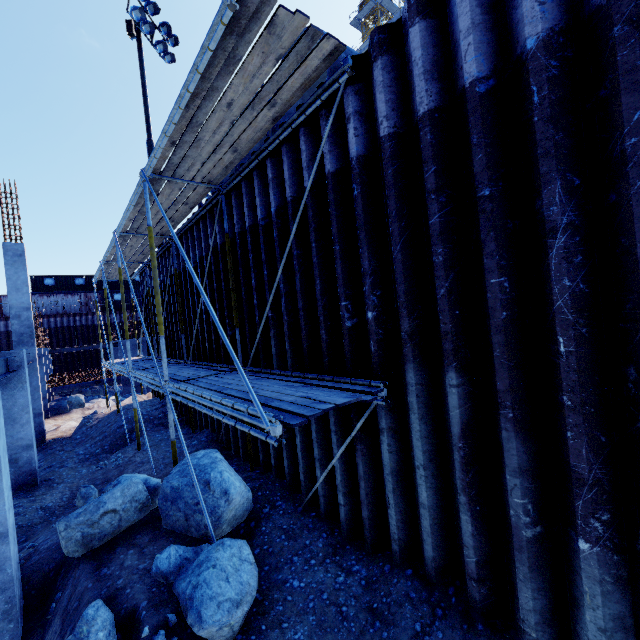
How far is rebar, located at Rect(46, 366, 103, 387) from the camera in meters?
17.5

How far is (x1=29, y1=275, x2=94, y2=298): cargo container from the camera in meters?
34.6 m

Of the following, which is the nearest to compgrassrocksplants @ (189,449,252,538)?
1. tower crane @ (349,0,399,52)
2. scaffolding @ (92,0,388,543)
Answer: scaffolding @ (92,0,388,543)

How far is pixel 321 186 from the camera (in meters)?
4.77

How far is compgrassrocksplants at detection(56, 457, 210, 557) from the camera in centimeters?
489cm

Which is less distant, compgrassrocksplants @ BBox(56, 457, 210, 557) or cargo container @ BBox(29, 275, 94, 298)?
compgrassrocksplants @ BBox(56, 457, 210, 557)

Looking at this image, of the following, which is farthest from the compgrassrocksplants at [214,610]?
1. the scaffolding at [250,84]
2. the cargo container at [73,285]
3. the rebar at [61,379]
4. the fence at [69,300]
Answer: the cargo container at [73,285]

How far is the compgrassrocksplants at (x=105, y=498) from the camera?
4.9m
